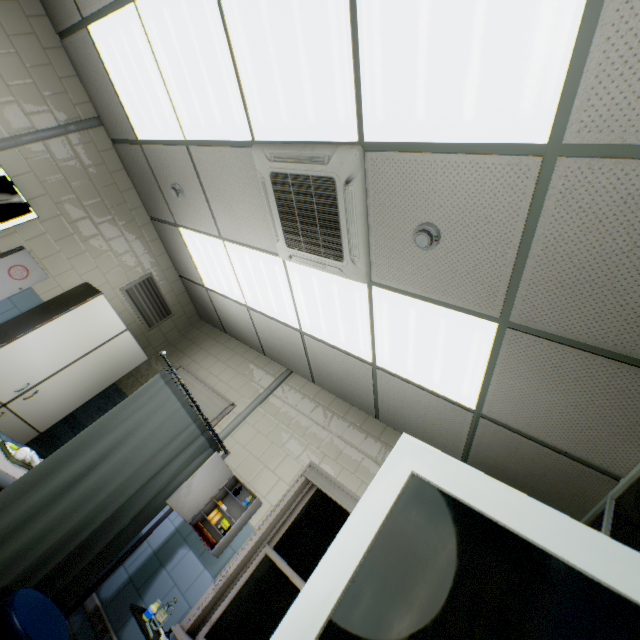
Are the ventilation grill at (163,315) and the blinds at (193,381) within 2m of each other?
yes

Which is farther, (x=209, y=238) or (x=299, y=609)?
(x=209, y=238)

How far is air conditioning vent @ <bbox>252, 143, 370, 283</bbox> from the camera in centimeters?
208cm

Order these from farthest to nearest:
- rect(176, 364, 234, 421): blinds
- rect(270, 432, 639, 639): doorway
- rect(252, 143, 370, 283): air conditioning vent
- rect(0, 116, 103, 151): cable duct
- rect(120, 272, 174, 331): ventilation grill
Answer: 1. rect(120, 272, 174, 331): ventilation grill
2. rect(176, 364, 234, 421): blinds
3. rect(0, 116, 103, 151): cable duct
4. rect(252, 143, 370, 283): air conditioning vent
5. rect(270, 432, 639, 639): doorway

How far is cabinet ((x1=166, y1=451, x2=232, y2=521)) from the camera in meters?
3.0

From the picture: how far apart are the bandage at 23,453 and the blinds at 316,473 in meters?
2.3 m

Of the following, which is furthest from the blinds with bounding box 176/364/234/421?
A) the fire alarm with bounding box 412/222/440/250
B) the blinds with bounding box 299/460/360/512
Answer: the fire alarm with bounding box 412/222/440/250

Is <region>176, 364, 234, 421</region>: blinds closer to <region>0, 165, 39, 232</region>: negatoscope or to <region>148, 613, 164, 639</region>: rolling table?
<region>148, 613, 164, 639</region>: rolling table
